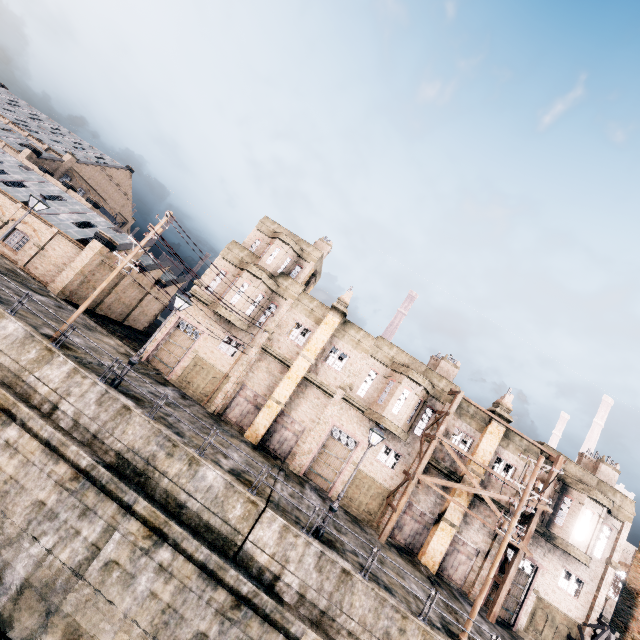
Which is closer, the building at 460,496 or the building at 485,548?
the building at 485,548

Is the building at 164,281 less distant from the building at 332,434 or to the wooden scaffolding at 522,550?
the building at 332,434

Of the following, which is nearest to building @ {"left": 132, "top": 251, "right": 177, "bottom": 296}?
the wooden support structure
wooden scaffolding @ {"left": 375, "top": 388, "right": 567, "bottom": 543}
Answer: wooden scaffolding @ {"left": 375, "top": 388, "right": 567, "bottom": 543}

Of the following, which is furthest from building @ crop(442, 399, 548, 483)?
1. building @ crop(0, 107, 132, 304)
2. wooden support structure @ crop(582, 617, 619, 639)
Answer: building @ crop(0, 107, 132, 304)

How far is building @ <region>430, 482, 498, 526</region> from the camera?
23.67m

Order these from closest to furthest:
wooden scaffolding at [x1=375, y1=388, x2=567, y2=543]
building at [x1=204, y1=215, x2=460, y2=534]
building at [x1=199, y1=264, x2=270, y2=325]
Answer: wooden scaffolding at [x1=375, y1=388, x2=567, y2=543]
building at [x1=204, y1=215, x2=460, y2=534]
building at [x1=199, y1=264, x2=270, y2=325]

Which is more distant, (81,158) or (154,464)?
(81,158)
